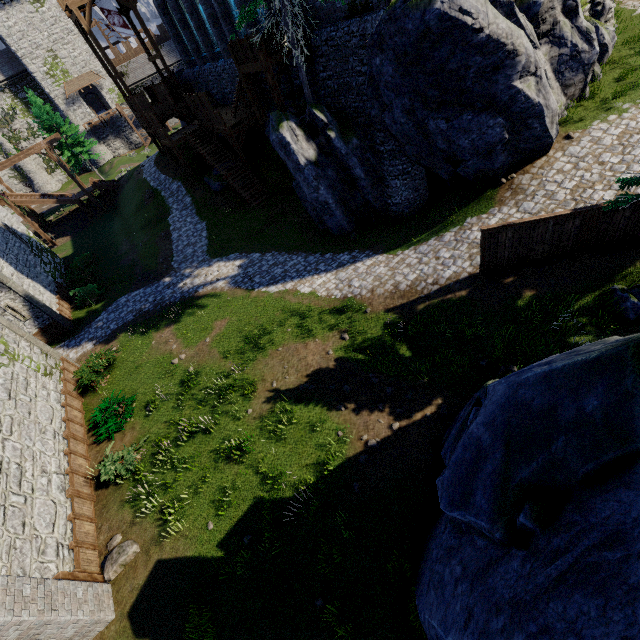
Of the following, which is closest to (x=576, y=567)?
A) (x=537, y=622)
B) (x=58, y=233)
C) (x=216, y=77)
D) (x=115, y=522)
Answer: (x=537, y=622)

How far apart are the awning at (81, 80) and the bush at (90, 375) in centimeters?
5185cm

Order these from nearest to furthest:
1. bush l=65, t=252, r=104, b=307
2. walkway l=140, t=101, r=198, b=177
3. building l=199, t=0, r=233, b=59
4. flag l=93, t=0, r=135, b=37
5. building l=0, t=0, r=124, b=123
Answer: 1. building l=199, t=0, r=233, b=59
2. bush l=65, t=252, r=104, b=307
3. flag l=93, t=0, r=135, b=37
4. walkway l=140, t=101, r=198, b=177
5. building l=0, t=0, r=124, b=123

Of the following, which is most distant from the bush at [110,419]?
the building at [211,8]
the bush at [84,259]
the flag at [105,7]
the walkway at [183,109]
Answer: the flag at [105,7]

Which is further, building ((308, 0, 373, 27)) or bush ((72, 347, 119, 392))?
bush ((72, 347, 119, 392))

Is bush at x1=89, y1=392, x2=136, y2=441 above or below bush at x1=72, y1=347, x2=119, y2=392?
below

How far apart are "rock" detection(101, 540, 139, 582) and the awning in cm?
6178

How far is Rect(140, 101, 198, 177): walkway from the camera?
25.8m
